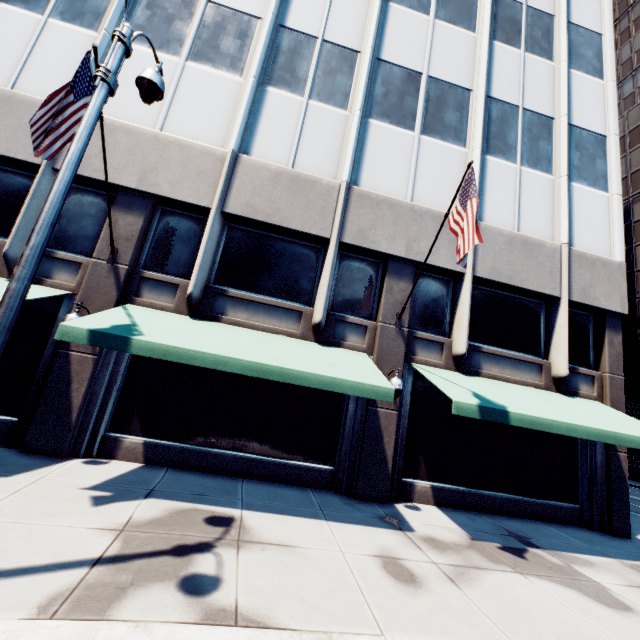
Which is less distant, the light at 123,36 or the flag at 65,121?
the light at 123,36

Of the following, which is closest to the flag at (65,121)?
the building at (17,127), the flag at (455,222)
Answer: the building at (17,127)

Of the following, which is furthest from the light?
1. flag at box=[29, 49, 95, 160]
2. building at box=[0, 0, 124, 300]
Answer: building at box=[0, 0, 124, 300]

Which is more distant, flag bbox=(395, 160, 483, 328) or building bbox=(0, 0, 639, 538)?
building bbox=(0, 0, 639, 538)

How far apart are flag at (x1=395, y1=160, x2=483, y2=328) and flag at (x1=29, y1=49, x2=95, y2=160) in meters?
7.8

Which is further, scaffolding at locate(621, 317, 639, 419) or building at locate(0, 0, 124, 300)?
scaffolding at locate(621, 317, 639, 419)

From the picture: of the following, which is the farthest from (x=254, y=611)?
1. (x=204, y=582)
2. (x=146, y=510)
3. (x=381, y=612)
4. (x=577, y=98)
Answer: (x=577, y=98)

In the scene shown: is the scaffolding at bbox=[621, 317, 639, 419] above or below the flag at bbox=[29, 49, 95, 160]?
above
